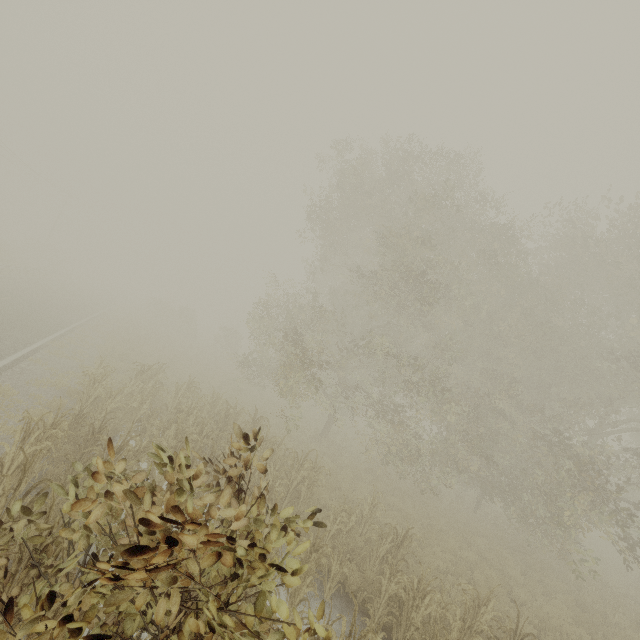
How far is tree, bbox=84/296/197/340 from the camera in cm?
2539

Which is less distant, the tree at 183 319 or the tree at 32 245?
the tree at 183 319

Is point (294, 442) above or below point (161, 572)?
below

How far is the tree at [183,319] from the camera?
25.39m

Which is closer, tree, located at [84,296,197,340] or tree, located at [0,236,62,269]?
tree, located at [84,296,197,340]
